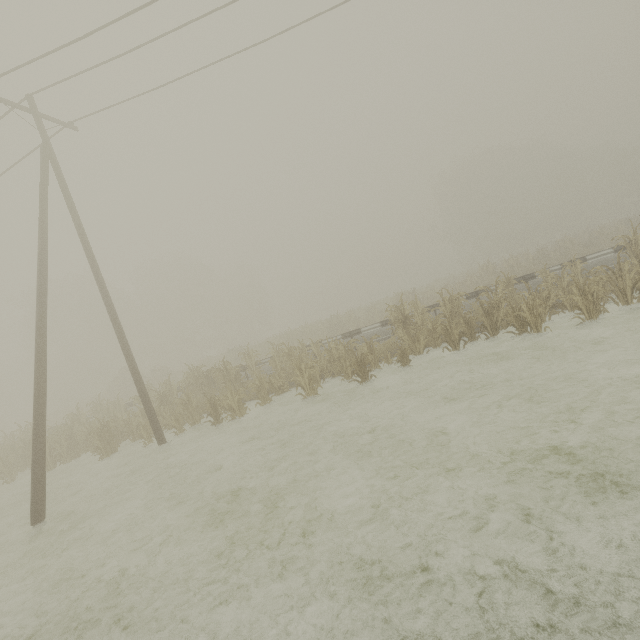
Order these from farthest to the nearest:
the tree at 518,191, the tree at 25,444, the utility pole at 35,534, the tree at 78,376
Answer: the tree at 25,444 < the tree at 78,376 < the tree at 518,191 < the utility pole at 35,534

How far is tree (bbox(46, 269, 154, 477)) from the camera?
13.2m

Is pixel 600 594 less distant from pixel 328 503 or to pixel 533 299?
pixel 328 503

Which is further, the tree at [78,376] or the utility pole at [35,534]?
the tree at [78,376]

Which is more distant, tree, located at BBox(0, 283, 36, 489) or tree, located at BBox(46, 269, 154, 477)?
tree, located at BBox(0, 283, 36, 489)

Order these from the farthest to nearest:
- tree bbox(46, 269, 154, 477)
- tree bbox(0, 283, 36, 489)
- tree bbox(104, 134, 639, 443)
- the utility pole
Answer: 1. tree bbox(0, 283, 36, 489)
2. tree bbox(46, 269, 154, 477)
3. tree bbox(104, 134, 639, 443)
4. the utility pole

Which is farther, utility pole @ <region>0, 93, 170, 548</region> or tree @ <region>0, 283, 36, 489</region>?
tree @ <region>0, 283, 36, 489</region>
